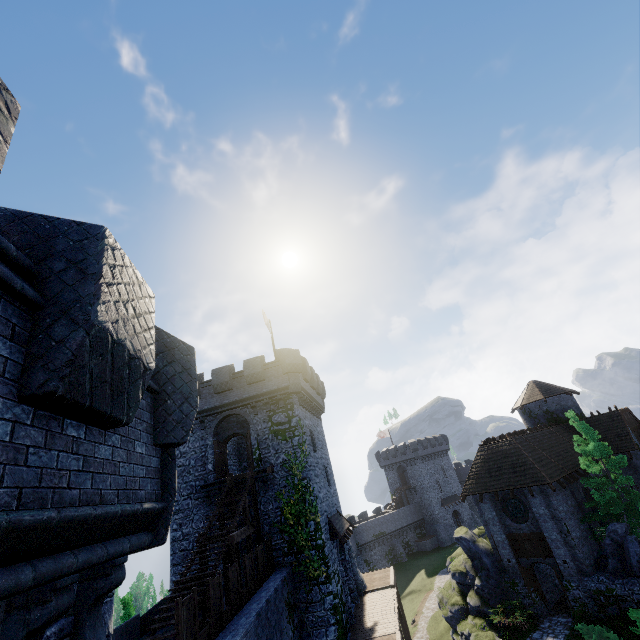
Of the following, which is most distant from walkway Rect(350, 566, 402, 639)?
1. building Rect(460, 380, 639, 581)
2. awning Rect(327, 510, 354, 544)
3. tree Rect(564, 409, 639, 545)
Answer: tree Rect(564, 409, 639, 545)

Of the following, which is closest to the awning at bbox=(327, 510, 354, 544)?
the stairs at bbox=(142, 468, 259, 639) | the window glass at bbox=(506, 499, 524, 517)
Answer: the stairs at bbox=(142, 468, 259, 639)

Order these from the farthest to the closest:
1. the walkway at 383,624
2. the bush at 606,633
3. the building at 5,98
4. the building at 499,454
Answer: the building at 499,454
the walkway at 383,624
the bush at 606,633
the building at 5,98

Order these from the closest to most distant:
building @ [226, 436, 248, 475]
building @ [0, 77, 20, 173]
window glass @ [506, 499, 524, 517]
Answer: building @ [0, 77, 20, 173]
window glass @ [506, 499, 524, 517]
building @ [226, 436, 248, 475]

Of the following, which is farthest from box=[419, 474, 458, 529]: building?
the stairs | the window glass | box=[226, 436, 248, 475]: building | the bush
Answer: the stairs

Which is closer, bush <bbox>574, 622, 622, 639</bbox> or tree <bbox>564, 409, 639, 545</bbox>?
bush <bbox>574, 622, 622, 639</bbox>

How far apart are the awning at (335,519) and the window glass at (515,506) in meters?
11.6 m

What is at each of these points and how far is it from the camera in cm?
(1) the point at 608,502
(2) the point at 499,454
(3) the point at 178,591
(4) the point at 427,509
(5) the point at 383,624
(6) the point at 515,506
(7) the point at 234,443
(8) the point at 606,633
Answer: (1) tree, 2077
(2) building, 2548
(3) stairs, 1304
(4) building, 5841
(5) walkway, 1847
(6) window glass, 2372
(7) building, 2956
(8) bush, 1680
